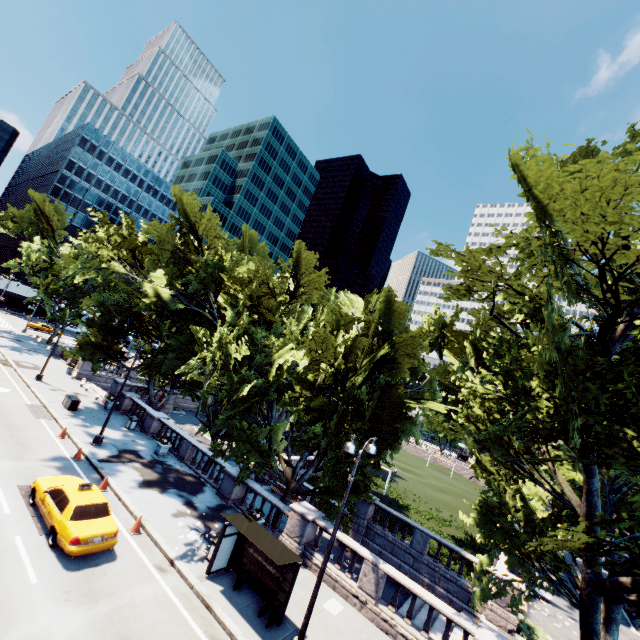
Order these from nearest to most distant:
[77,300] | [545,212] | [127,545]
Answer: [545,212] < [127,545] < [77,300]

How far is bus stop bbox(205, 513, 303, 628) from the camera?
11.67m

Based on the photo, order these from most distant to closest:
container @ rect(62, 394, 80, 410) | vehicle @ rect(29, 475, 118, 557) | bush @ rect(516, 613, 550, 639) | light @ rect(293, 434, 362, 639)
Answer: container @ rect(62, 394, 80, 410), bush @ rect(516, 613, 550, 639), vehicle @ rect(29, 475, 118, 557), light @ rect(293, 434, 362, 639)

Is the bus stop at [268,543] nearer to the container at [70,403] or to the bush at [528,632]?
the bush at [528,632]

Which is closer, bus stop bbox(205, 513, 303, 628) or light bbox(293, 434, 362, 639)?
light bbox(293, 434, 362, 639)

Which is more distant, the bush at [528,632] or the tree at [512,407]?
the bush at [528,632]

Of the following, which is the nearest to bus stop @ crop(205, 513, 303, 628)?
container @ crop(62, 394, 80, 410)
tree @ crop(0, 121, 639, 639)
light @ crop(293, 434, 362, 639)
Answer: light @ crop(293, 434, 362, 639)
